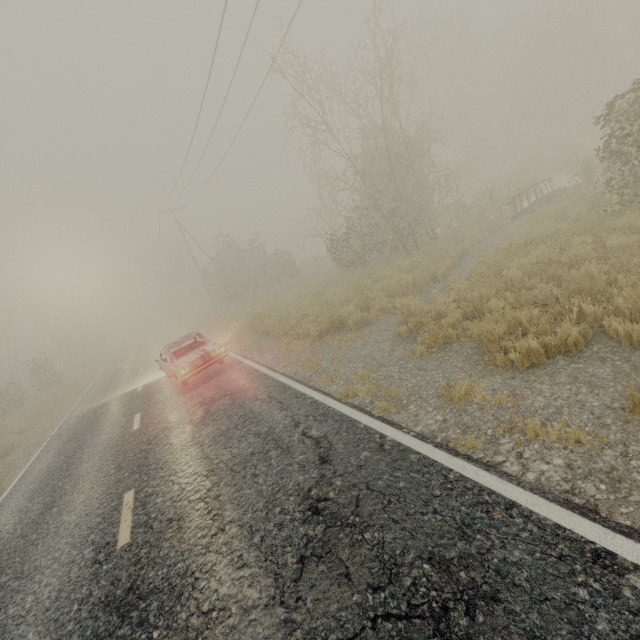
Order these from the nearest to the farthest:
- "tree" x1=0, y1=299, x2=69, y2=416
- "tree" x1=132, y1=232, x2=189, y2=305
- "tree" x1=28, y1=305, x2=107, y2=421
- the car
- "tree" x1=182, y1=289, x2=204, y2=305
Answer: the car, "tree" x1=28, y1=305, x2=107, y2=421, "tree" x1=0, y1=299, x2=69, y2=416, "tree" x1=132, y1=232, x2=189, y2=305, "tree" x1=182, y1=289, x2=204, y2=305

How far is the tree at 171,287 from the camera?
56.2 meters

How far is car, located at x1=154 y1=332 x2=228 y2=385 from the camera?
10.1 meters

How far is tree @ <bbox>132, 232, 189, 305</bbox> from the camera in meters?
56.2

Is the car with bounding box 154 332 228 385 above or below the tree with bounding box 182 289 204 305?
below

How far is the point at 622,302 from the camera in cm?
482
